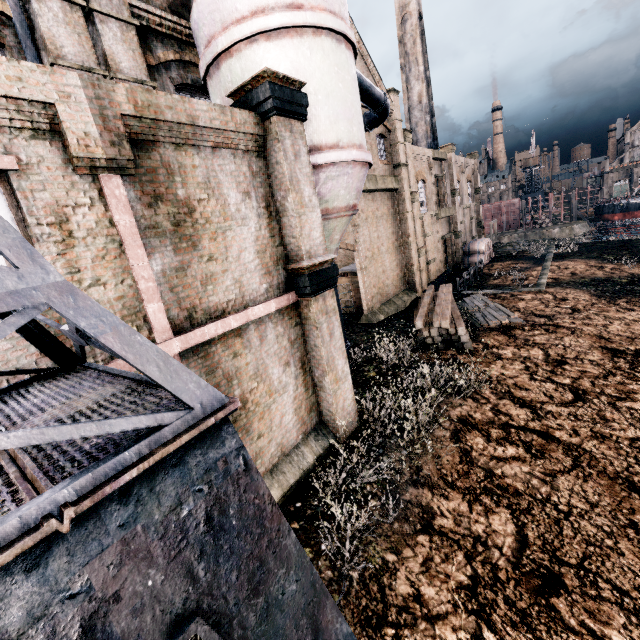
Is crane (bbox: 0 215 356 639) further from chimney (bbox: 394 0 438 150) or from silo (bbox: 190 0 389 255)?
chimney (bbox: 394 0 438 150)

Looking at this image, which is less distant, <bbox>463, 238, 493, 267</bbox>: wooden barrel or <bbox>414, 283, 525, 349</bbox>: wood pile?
<bbox>414, 283, 525, 349</bbox>: wood pile

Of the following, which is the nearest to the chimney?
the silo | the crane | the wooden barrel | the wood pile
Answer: the wooden barrel

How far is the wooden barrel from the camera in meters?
36.3

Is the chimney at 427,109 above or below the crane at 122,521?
above

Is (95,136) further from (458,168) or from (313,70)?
(458,168)

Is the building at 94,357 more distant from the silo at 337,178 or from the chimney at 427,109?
the chimney at 427,109

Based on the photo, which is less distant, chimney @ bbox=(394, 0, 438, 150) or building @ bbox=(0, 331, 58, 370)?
building @ bbox=(0, 331, 58, 370)
